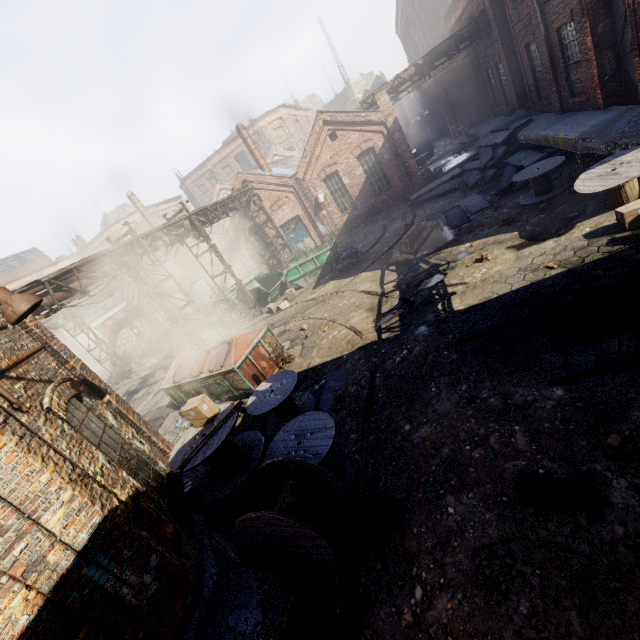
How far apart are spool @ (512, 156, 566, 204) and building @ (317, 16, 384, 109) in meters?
42.4

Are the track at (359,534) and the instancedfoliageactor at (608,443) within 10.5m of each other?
yes

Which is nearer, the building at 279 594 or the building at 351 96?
the building at 279 594

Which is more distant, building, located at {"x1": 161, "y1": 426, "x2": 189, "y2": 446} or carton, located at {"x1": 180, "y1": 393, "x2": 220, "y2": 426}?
building, located at {"x1": 161, "y1": 426, "x2": 189, "y2": 446}

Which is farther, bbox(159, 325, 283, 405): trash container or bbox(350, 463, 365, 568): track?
bbox(159, 325, 283, 405): trash container

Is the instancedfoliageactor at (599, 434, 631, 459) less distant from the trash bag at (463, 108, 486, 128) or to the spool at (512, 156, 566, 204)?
the spool at (512, 156, 566, 204)

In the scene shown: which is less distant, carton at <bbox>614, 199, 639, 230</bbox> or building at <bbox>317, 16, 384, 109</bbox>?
carton at <bbox>614, 199, 639, 230</bbox>

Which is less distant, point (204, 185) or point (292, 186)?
point (292, 186)
